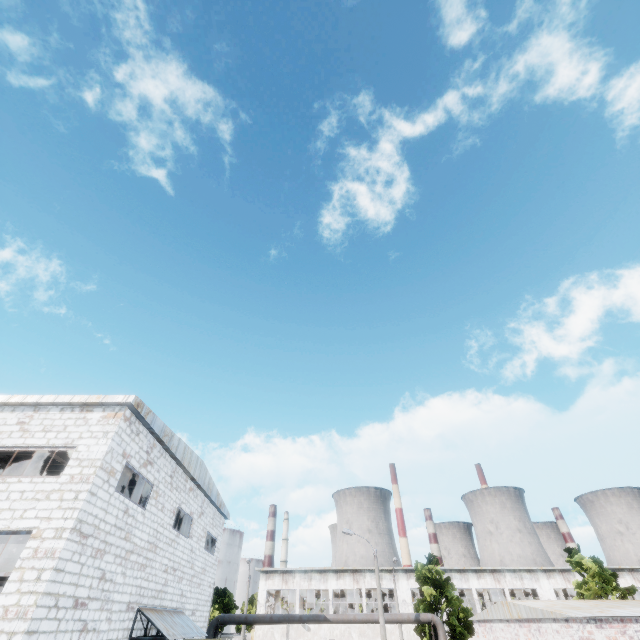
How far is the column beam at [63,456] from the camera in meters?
14.6 m

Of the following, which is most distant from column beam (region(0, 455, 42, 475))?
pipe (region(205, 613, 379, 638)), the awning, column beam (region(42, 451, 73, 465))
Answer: the awning

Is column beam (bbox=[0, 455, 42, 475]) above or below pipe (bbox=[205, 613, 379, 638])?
above

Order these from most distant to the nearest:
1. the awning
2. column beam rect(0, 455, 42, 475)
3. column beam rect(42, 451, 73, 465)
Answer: column beam rect(0, 455, 42, 475), column beam rect(42, 451, 73, 465), the awning

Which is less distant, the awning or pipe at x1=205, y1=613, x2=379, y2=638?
the awning

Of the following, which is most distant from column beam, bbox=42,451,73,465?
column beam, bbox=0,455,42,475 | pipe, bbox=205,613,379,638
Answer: pipe, bbox=205,613,379,638

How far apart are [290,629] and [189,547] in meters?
30.1

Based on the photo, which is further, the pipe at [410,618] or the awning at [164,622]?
the pipe at [410,618]
